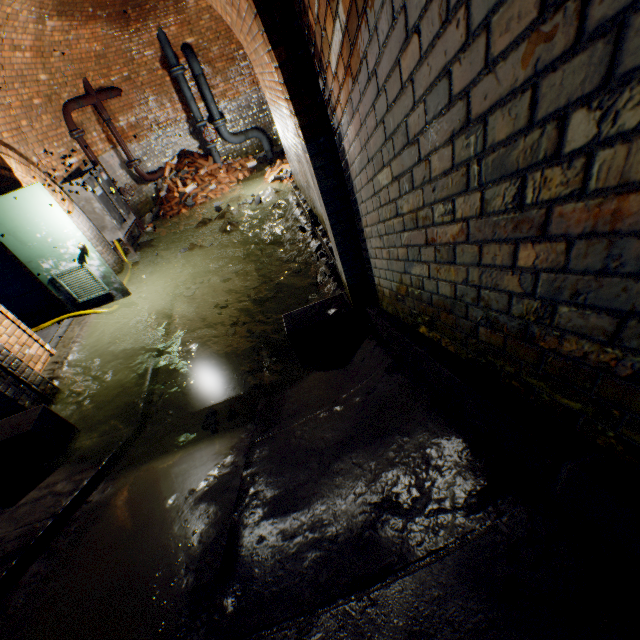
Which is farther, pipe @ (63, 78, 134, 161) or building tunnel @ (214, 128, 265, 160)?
building tunnel @ (214, 128, 265, 160)

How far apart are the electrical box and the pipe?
0.3m

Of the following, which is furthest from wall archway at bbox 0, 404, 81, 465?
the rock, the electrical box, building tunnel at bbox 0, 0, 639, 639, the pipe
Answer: the pipe

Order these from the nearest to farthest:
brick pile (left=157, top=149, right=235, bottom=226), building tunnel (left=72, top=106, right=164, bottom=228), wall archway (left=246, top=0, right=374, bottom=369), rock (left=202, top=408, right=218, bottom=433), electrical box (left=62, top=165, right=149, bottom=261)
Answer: wall archway (left=246, top=0, right=374, bottom=369) → rock (left=202, top=408, right=218, bottom=433) → electrical box (left=62, top=165, right=149, bottom=261) → building tunnel (left=72, top=106, right=164, bottom=228) → brick pile (left=157, top=149, right=235, bottom=226)

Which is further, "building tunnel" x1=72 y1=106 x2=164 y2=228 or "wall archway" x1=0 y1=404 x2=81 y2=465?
"building tunnel" x1=72 y1=106 x2=164 y2=228

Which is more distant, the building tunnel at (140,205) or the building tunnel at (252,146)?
the building tunnel at (252,146)

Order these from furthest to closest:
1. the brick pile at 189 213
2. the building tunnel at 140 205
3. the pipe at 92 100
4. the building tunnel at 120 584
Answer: the brick pile at 189 213 < the building tunnel at 140 205 < the pipe at 92 100 < the building tunnel at 120 584

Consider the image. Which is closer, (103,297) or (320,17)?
(320,17)
